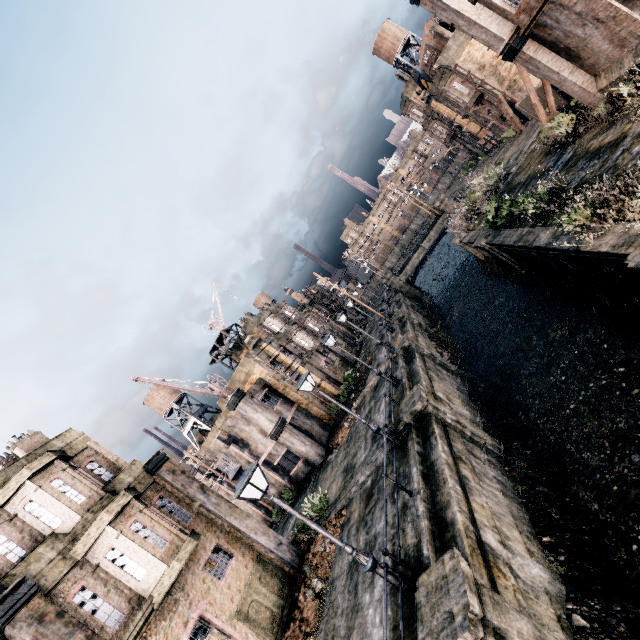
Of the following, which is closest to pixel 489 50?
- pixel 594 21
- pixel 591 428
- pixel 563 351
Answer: pixel 594 21

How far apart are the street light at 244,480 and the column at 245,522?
9.6m

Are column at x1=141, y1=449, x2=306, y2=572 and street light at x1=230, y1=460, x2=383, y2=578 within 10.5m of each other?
yes

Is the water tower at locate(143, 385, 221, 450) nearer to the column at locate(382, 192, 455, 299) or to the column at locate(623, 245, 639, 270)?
the column at locate(382, 192, 455, 299)

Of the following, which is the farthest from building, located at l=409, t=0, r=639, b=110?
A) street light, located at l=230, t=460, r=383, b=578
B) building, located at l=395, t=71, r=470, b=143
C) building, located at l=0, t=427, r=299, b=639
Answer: building, located at l=0, t=427, r=299, b=639

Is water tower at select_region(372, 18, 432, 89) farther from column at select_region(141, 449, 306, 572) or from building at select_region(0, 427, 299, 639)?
building at select_region(0, 427, 299, 639)

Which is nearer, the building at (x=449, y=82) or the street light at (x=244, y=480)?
the street light at (x=244, y=480)

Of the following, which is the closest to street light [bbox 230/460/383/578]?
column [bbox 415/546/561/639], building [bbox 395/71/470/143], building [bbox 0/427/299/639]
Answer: column [bbox 415/546/561/639]
